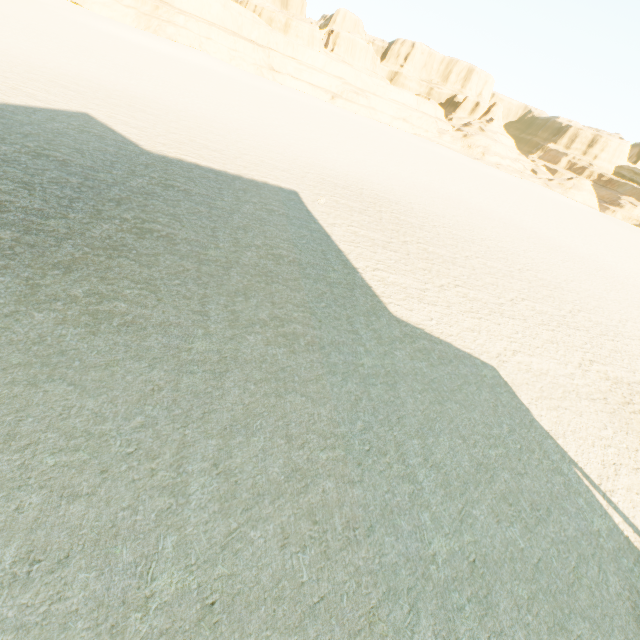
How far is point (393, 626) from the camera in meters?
3.9
